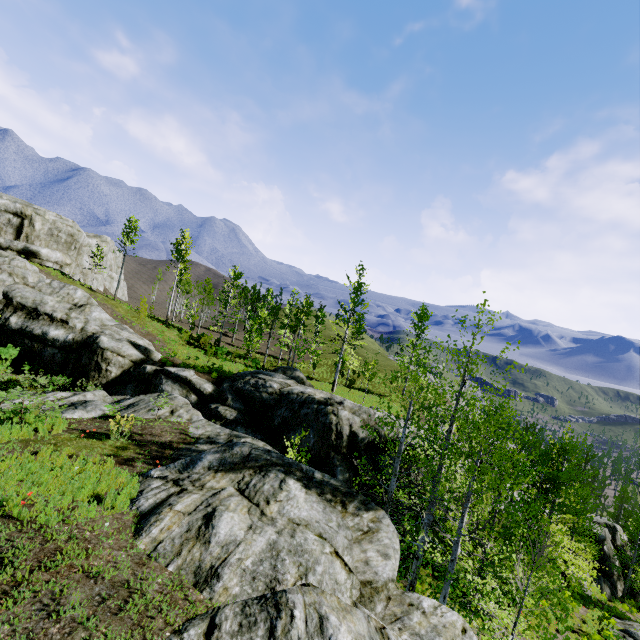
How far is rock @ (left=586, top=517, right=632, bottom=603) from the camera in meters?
29.5

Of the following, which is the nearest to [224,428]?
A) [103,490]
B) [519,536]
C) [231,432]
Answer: [231,432]

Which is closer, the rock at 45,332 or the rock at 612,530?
the rock at 45,332

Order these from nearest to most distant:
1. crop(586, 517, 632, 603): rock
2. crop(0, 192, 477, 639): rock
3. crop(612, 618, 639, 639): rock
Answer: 1. crop(0, 192, 477, 639): rock
2. crop(612, 618, 639, 639): rock
3. crop(586, 517, 632, 603): rock

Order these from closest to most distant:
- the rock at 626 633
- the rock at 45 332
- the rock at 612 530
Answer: the rock at 45 332 < the rock at 626 633 < the rock at 612 530

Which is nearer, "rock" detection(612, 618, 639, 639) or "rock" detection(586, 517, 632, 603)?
"rock" detection(612, 618, 639, 639)
